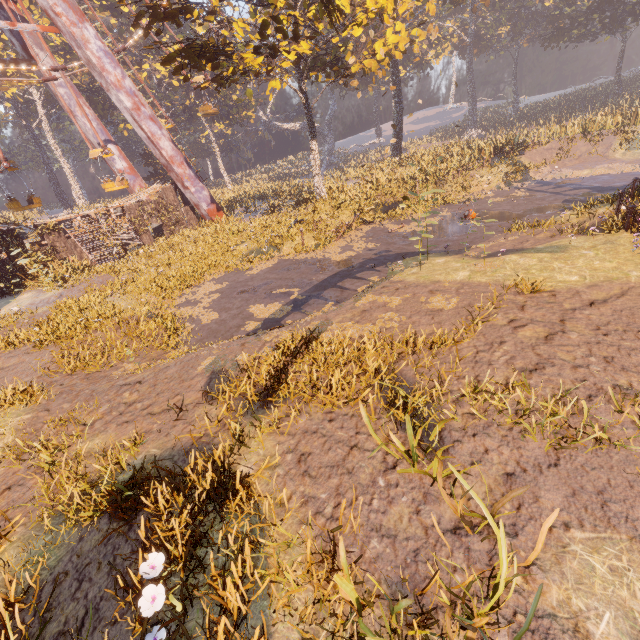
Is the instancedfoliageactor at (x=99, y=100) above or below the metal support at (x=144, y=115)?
above

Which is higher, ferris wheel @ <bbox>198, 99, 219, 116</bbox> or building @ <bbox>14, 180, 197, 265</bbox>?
ferris wheel @ <bbox>198, 99, 219, 116</bbox>

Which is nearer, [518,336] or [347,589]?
[347,589]

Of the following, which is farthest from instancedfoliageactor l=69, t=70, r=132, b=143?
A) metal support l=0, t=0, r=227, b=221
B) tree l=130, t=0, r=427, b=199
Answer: tree l=130, t=0, r=427, b=199

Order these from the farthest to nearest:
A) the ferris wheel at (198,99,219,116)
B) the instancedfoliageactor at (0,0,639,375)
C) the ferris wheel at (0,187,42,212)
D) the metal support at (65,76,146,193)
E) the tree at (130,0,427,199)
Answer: the ferris wheel at (198,99,219,116) → the metal support at (65,76,146,193) → the ferris wheel at (0,187,42,212) → the tree at (130,0,427,199) → the instancedfoliageactor at (0,0,639,375)

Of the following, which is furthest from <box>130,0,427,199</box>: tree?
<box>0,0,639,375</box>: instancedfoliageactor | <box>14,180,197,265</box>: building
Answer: <box>14,180,197,265</box>: building

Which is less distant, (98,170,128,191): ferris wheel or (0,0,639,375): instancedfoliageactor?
(0,0,639,375): instancedfoliageactor

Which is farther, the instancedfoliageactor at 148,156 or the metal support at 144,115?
the instancedfoliageactor at 148,156
